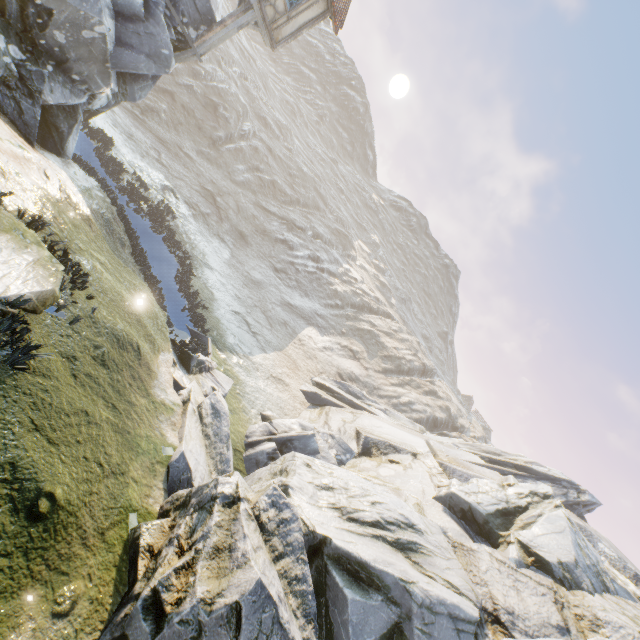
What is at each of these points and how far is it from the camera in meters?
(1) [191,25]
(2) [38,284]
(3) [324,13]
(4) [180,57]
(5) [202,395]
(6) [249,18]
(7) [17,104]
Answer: (1) rock, 12.9
(2) rock, 5.6
(3) building, 14.1
(4) wooden structure, 13.0
(5) rock, 11.2
(6) wooden structure, 13.0
(7) rock, 8.5

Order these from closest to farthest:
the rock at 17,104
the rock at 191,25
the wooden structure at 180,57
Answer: the rock at 17,104
the rock at 191,25
the wooden structure at 180,57

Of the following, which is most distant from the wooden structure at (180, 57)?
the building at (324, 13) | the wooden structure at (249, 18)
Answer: the building at (324, 13)

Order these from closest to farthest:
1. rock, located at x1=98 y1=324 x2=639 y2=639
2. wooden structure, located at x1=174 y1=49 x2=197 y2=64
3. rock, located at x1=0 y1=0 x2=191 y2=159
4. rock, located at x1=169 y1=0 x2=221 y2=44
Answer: rock, located at x1=98 y1=324 x2=639 y2=639 → rock, located at x1=0 y1=0 x2=191 y2=159 → rock, located at x1=169 y1=0 x2=221 y2=44 → wooden structure, located at x1=174 y1=49 x2=197 y2=64

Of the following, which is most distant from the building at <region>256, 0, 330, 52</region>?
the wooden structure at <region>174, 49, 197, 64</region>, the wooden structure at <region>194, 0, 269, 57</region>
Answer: the wooden structure at <region>174, 49, 197, 64</region>

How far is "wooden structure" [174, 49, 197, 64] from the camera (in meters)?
12.96

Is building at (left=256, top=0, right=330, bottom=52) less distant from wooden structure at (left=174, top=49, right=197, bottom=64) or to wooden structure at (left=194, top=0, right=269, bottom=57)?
wooden structure at (left=194, top=0, right=269, bottom=57)
